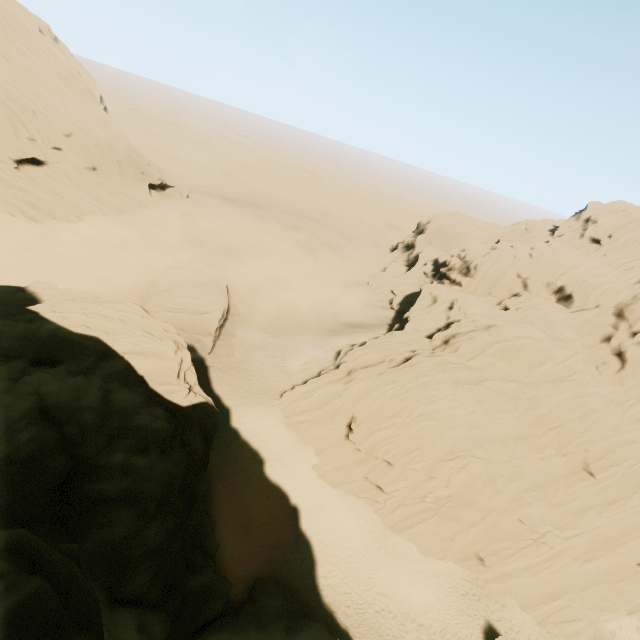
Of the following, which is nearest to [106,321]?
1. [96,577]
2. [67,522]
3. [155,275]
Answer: [67,522]

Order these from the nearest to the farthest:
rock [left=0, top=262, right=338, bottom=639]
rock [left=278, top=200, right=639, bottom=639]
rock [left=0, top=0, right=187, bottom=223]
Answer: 1. rock [left=0, top=262, right=338, bottom=639]
2. rock [left=278, top=200, right=639, bottom=639]
3. rock [left=0, top=0, right=187, bottom=223]

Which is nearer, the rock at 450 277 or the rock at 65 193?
the rock at 450 277

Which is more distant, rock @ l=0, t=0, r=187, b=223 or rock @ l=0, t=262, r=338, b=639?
rock @ l=0, t=0, r=187, b=223
